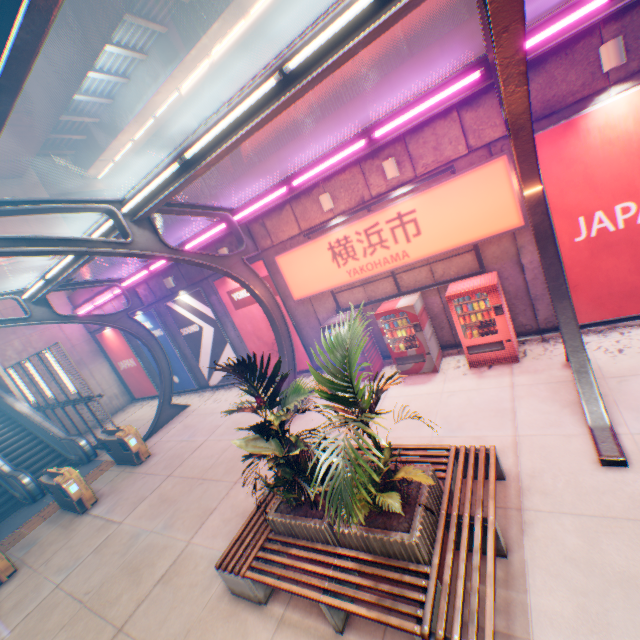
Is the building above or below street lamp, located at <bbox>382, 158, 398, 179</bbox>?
above

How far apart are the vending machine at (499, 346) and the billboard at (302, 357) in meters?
5.3

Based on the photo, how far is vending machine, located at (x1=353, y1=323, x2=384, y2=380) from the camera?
9.5m

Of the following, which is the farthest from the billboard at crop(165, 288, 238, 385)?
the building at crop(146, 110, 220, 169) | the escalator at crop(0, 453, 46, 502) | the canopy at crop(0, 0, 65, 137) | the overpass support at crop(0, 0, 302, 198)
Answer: the building at crop(146, 110, 220, 169)

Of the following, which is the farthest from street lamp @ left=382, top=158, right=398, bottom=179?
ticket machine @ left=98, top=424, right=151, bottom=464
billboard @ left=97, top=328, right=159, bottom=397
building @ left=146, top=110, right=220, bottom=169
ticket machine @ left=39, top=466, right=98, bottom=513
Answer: building @ left=146, top=110, right=220, bottom=169

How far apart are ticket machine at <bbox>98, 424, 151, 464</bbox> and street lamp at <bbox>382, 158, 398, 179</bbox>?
11.20m

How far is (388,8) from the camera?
3.67m

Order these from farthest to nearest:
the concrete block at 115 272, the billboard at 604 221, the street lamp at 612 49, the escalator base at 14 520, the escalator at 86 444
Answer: the concrete block at 115 272 → the escalator at 86 444 → the escalator base at 14 520 → the billboard at 604 221 → the street lamp at 612 49
